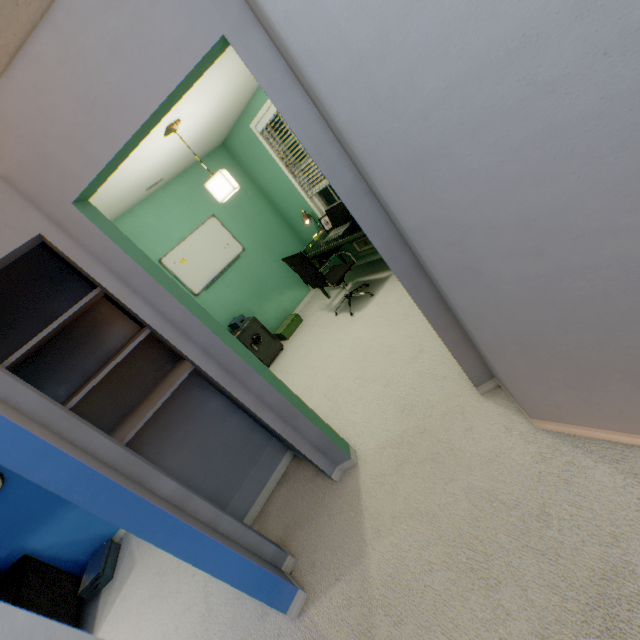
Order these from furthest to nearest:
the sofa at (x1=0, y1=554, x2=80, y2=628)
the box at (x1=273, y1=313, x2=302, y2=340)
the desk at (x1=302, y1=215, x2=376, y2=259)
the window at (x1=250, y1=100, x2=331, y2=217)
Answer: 1. the box at (x1=273, y1=313, x2=302, y2=340)
2. the window at (x1=250, y1=100, x2=331, y2=217)
3. the desk at (x1=302, y1=215, x2=376, y2=259)
4. the sofa at (x1=0, y1=554, x2=80, y2=628)

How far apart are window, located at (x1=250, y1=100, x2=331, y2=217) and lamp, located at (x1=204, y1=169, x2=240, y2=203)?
1.31m

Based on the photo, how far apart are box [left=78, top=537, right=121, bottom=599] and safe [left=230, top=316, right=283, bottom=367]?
2.40m

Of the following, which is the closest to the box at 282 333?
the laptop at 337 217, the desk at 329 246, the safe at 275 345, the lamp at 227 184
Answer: the safe at 275 345

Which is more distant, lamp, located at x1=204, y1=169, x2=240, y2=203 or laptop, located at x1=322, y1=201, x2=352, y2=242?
laptop, located at x1=322, y1=201, x2=352, y2=242

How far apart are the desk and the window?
0.3 meters

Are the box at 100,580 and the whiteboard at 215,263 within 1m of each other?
no

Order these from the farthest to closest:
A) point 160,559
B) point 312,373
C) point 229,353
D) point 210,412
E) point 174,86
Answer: point 312,373 → point 160,559 → point 210,412 → point 229,353 → point 174,86
